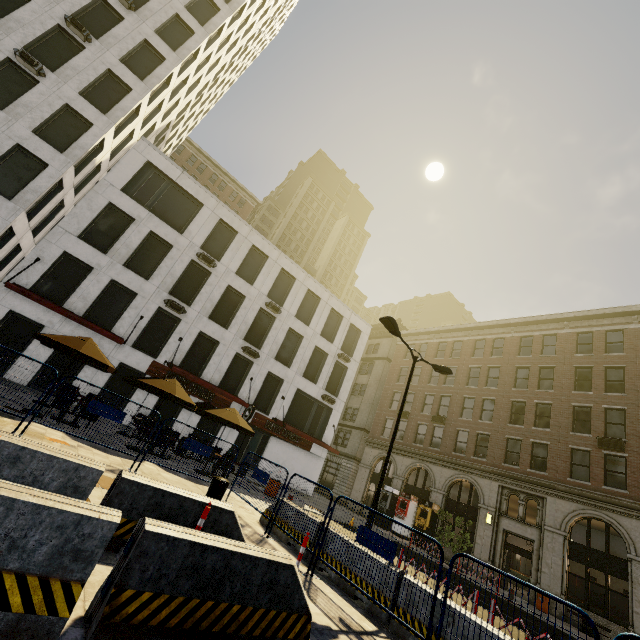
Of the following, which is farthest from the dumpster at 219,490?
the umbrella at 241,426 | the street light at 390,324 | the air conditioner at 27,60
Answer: the air conditioner at 27,60

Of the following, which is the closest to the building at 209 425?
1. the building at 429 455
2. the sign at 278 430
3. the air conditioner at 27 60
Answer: the sign at 278 430

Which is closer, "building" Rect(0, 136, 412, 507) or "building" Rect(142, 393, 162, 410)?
"building" Rect(0, 136, 412, 507)

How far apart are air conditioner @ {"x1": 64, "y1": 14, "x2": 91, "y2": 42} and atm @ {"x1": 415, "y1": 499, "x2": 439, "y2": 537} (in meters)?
38.81

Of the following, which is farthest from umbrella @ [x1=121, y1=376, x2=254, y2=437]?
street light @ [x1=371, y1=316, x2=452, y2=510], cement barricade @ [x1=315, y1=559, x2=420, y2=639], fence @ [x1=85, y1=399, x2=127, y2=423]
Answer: street light @ [x1=371, y1=316, x2=452, y2=510]

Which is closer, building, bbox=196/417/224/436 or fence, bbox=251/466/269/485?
fence, bbox=251/466/269/485

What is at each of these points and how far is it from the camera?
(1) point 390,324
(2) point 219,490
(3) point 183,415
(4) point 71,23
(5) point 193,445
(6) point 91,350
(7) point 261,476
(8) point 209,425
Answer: (1) street light, 12.6m
(2) dumpster, 8.9m
(3) building, 20.7m
(4) air conditioner, 19.0m
(5) fence, 9.9m
(6) umbrella, 11.3m
(7) fence, 9.6m
(8) building, 21.9m

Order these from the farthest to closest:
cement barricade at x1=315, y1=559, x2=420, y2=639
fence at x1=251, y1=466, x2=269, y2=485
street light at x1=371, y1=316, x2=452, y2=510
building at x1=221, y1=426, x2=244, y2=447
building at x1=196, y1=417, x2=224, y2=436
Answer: building at x1=221, y1=426, x2=244, y2=447, building at x1=196, y1=417, x2=224, y2=436, street light at x1=371, y1=316, x2=452, y2=510, fence at x1=251, y1=466, x2=269, y2=485, cement barricade at x1=315, y1=559, x2=420, y2=639
